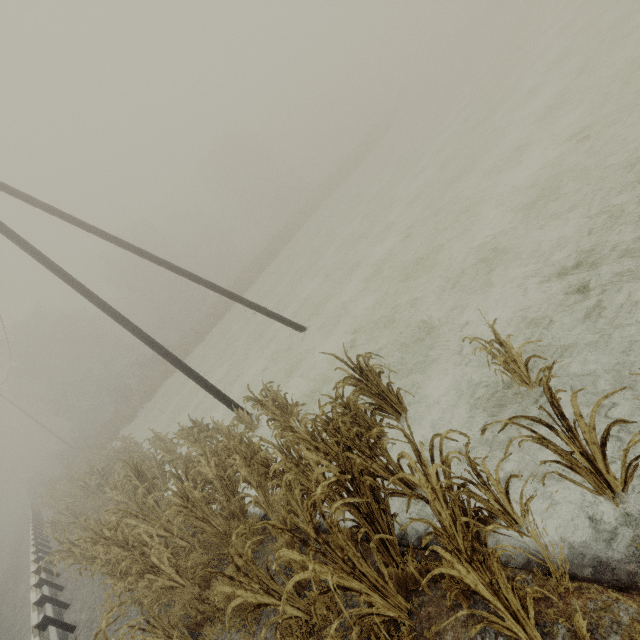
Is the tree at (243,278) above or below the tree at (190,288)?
below

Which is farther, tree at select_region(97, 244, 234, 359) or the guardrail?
tree at select_region(97, 244, 234, 359)

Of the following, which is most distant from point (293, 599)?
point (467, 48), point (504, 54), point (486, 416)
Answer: point (467, 48)

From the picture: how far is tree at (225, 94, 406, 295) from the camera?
36.38m

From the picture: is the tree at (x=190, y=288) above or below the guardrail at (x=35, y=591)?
above

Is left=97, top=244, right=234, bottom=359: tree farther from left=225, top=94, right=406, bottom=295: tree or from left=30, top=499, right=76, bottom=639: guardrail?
left=30, top=499, right=76, bottom=639: guardrail

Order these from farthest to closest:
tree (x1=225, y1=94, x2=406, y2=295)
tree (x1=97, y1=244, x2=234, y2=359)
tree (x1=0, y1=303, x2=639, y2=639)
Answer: tree (x1=225, y1=94, x2=406, y2=295)
tree (x1=97, y1=244, x2=234, y2=359)
tree (x1=0, y1=303, x2=639, y2=639)

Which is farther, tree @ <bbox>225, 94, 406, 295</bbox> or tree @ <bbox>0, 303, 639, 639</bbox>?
tree @ <bbox>225, 94, 406, 295</bbox>
